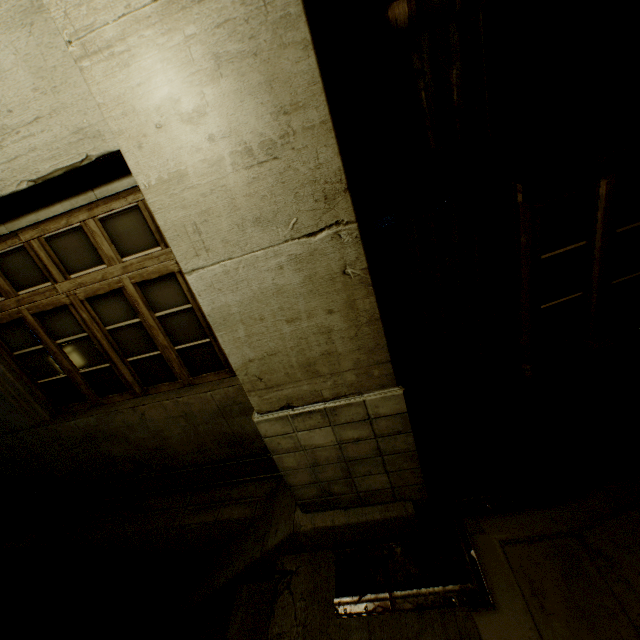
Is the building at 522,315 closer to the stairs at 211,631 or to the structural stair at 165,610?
the structural stair at 165,610

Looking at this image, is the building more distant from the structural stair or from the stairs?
the stairs

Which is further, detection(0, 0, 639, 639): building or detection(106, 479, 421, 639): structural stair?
detection(106, 479, 421, 639): structural stair

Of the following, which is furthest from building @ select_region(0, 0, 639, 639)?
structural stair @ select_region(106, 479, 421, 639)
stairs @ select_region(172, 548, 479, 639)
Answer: stairs @ select_region(172, 548, 479, 639)

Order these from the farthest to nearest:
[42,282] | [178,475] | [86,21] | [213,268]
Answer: [178,475] → [42,282] → [213,268] → [86,21]

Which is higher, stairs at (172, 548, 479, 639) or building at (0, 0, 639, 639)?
building at (0, 0, 639, 639)

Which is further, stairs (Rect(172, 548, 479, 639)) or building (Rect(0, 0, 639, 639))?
stairs (Rect(172, 548, 479, 639))
